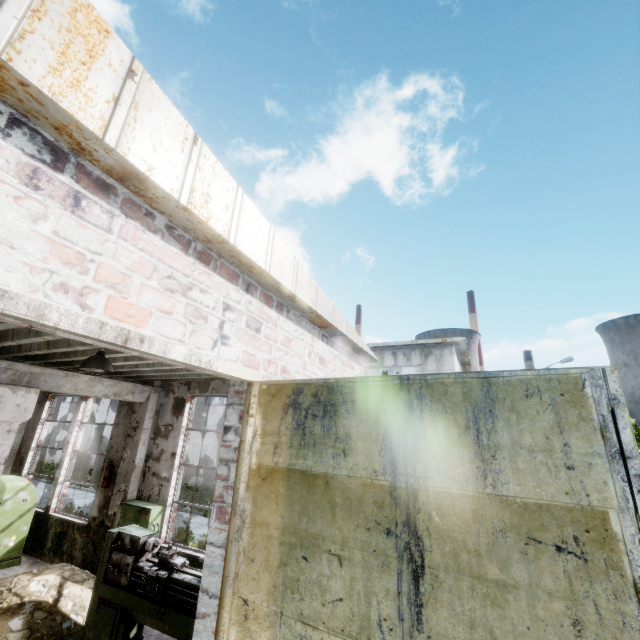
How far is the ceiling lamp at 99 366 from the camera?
4.6 meters

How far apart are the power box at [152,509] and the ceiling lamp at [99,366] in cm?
376

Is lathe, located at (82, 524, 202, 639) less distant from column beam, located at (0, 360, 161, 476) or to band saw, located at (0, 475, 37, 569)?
column beam, located at (0, 360, 161, 476)

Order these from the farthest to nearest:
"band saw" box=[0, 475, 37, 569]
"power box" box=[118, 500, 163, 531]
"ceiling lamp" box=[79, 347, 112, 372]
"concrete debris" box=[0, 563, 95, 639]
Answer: "band saw" box=[0, 475, 37, 569] → "power box" box=[118, 500, 163, 531] → "concrete debris" box=[0, 563, 95, 639] → "ceiling lamp" box=[79, 347, 112, 372]

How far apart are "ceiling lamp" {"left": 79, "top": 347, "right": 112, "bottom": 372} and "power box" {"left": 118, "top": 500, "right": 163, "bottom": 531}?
3.76m

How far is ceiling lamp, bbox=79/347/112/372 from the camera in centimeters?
457cm

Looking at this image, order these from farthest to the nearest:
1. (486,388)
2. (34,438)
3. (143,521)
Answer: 1. (34,438)
2. (143,521)
3. (486,388)

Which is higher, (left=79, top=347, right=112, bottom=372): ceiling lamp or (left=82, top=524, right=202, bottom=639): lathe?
(left=79, top=347, right=112, bottom=372): ceiling lamp
